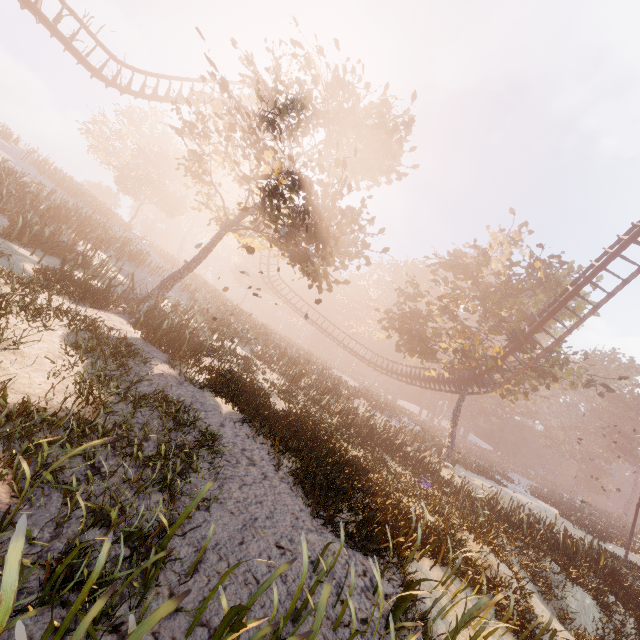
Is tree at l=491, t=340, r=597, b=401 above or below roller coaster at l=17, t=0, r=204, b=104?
below

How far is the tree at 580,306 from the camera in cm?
2329

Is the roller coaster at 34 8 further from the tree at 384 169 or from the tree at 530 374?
the tree at 384 169

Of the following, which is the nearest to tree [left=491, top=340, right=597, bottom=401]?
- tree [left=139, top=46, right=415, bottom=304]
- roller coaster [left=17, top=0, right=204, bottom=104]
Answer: roller coaster [left=17, top=0, right=204, bottom=104]

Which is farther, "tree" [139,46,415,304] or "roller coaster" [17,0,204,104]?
"roller coaster" [17,0,204,104]

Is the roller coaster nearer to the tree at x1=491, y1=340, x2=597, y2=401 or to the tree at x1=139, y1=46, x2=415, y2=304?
the tree at x1=491, y1=340, x2=597, y2=401

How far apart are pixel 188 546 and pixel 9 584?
2.45m
